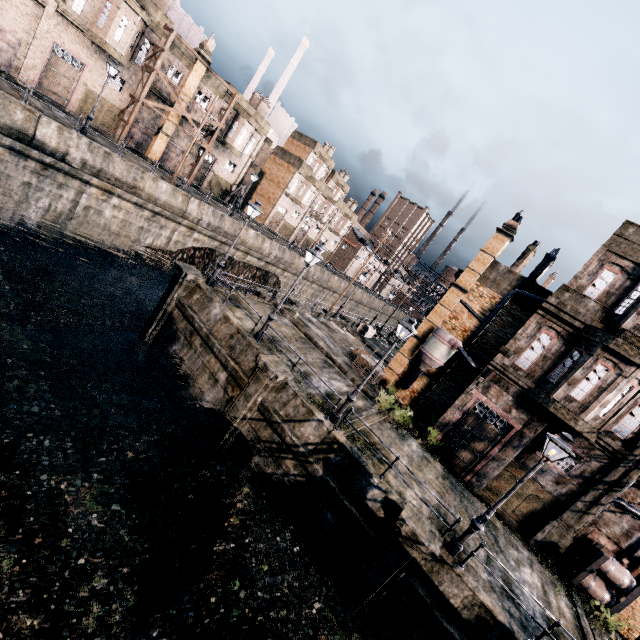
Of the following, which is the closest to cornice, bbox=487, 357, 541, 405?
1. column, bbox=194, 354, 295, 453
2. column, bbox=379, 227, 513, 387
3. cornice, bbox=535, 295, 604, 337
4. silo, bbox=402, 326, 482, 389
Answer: silo, bbox=402, 326, 482, 389

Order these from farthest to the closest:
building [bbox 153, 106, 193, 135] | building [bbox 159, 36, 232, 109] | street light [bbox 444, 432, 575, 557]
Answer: building [bbox 153, 106, 193, 135] < building [bbox 159, 36, 232, 109] < street light [bbox 444, 432, 575, 557]

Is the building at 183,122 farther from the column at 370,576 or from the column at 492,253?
the column at 370,576

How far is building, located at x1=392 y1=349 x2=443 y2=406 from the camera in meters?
23.5 m

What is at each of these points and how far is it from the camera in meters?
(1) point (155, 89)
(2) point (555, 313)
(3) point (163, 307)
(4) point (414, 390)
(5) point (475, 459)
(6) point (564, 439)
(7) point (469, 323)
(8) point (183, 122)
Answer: (1) building, 33.2
(2) cornice, 17.5
(3) column, 19.1
(4) building, 23.9
(5) building, 19.0
(6) street light, 10.3
(7) building, 22.7
(8) building, 37.2

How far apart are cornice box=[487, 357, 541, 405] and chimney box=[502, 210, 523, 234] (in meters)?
9.00

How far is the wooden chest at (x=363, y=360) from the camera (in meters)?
23.17

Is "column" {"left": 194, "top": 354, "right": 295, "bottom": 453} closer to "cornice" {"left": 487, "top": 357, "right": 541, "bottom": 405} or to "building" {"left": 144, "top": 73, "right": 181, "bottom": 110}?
"cornice" {"left": 487, "top": 357, "right": 541, "bottom": 405}
